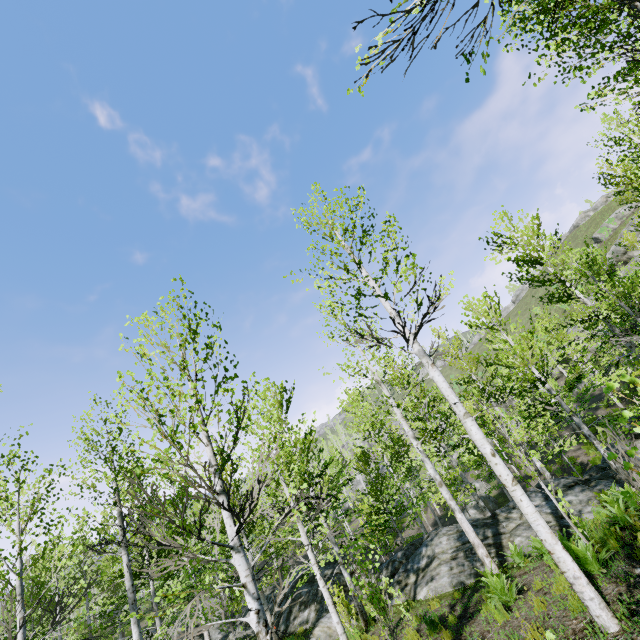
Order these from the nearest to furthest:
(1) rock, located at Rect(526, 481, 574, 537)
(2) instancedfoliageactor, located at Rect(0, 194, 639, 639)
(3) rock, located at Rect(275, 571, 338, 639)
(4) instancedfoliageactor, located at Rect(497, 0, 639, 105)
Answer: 1. (2) instancedfoliageactor, located at Rect(0, 194, 639, 639)
2. (4) instancedfoliageactor, located at Rect(497, 0, 639, 105)
3. (1) rock, located at Rect(526, 481, 574, 537)
4. (3) rock, located at Rect(275, 571, 338, 639)

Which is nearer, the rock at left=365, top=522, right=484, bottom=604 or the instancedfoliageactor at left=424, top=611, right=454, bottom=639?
the instancedfoliageactor at left=424, top=611, right=454, bottom=639

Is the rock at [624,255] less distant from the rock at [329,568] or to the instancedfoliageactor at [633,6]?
the instancedfoliageactor at [633,6]

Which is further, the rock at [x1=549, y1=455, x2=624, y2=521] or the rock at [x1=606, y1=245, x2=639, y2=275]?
the rock at [x1=606, y1=245, x2=639, y2=275]

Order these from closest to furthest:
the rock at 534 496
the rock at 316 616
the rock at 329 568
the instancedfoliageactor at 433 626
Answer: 1. the instancedfoliageactor at 433 626
2. the rock at 534 496
3. the rock at 316 616
4. the rock at 329 568

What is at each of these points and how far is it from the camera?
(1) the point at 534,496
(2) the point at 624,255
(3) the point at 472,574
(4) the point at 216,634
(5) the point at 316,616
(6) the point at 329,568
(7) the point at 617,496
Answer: (1) rock, 13.4m
(2) rock, 38.6m
(3) rock, 10.5m
(4) rock, 16.8m
(5) rock, 13.8m
(6) rock, 16.3m
(7) instancedfoliageactor, 8.5m

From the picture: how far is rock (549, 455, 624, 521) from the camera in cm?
1102
